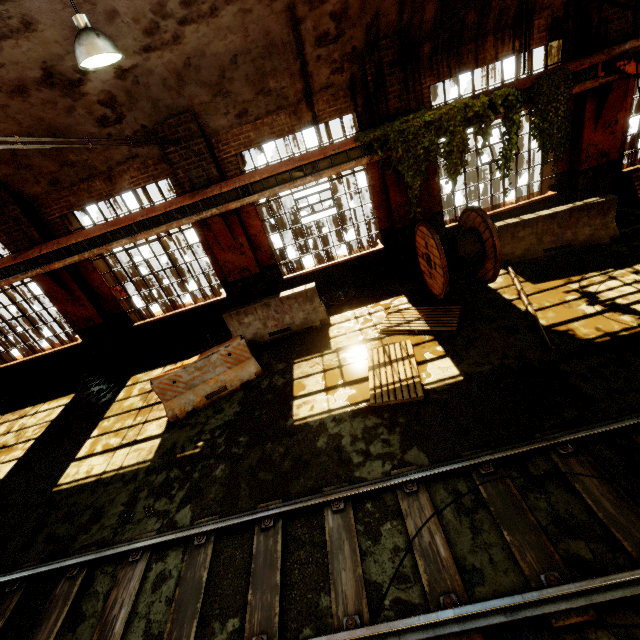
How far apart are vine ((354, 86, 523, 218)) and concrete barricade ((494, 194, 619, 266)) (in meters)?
1.01

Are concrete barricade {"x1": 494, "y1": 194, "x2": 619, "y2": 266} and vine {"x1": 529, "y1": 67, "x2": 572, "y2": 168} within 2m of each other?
yes

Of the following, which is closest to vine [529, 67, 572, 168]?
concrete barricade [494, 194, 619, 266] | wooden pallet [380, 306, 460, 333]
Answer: concrete barricade [494, 194, 619, 266]

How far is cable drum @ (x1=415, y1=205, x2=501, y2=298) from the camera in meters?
7.0

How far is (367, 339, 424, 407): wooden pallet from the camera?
5.59m

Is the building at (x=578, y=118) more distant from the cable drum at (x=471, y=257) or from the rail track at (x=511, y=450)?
the rail track at (x=511, y=450)

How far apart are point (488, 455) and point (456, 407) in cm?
104

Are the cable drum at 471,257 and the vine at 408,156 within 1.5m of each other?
yes
